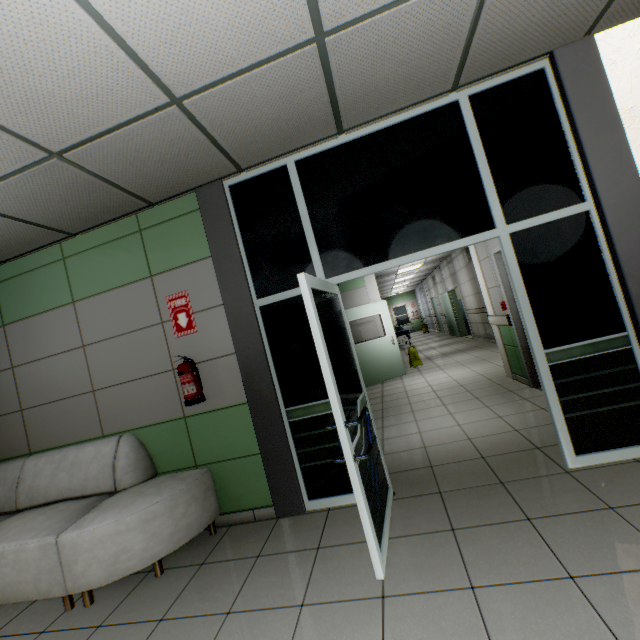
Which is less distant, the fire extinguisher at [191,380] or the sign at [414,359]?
the fire extinguisher at [191,380]

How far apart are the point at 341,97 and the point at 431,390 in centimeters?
522cm

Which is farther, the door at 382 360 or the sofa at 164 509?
the door at 382 360

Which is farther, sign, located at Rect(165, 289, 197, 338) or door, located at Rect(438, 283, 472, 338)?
door, located at Rect(438, 283, 472, 338)

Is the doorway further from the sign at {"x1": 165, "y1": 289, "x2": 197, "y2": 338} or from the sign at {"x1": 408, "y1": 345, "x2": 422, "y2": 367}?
the sign at {"x1": 408, "y1": 345, "x2": 422, "y2": 367}

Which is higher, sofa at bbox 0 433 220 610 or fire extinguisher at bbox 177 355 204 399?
fire extinguisher at bbox 177 355 204 399

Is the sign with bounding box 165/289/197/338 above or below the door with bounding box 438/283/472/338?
above

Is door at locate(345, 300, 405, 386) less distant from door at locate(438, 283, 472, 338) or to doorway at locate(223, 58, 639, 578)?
doorway at locate(223, 58, 639, 578)
